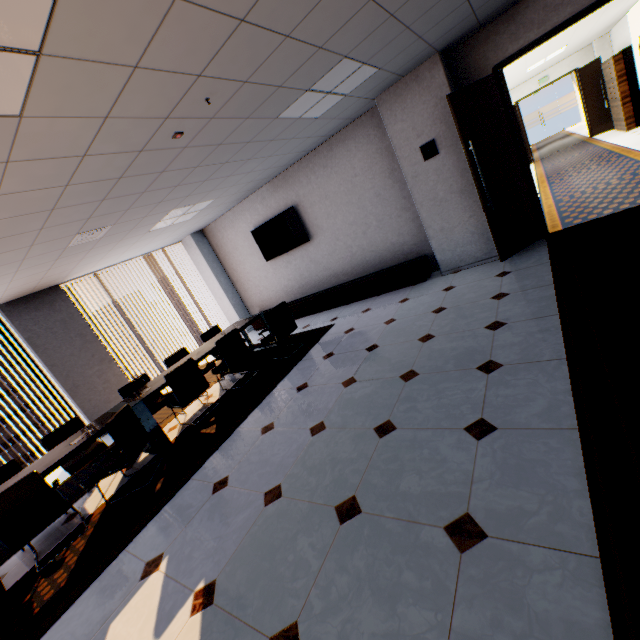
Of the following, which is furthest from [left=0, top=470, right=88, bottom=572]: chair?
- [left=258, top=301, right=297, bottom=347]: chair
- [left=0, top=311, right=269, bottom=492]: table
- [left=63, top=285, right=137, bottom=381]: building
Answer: [left=63, top=285, right=137, bottom=381]: building

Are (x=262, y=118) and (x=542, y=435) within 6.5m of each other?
yes

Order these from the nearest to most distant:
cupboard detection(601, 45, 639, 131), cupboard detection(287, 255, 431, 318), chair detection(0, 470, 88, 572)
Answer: chair detection(0, 470, 88, 572)
cupboard detection(287, 255, 431, 318)
cupboard detection(601, 45, 639, 131)

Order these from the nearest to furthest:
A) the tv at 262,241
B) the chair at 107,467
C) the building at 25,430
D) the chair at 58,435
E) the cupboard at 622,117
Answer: the chair at 107,467, the chair at 58,435, the tv at 262,241, the cupboard at 622,117, the building at 25,430

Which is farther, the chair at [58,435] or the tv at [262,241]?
the tv at [262,241]

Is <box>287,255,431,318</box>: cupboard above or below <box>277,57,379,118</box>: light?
below

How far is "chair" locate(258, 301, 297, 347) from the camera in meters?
5.3 m

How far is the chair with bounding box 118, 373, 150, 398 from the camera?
5.16m
